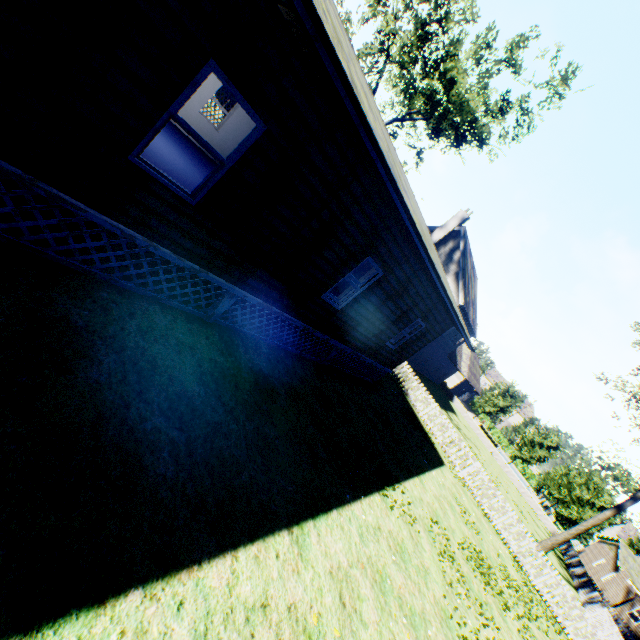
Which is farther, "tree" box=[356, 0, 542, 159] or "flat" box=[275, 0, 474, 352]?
"tree" box=[356, 0, 542, 159]

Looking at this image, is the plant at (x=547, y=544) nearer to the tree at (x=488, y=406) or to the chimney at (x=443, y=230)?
the tree at (x=488, y=406)

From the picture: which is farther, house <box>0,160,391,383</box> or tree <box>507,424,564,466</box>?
tree <box>507,424,564,466</box>

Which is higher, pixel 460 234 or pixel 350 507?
pixel 460 234

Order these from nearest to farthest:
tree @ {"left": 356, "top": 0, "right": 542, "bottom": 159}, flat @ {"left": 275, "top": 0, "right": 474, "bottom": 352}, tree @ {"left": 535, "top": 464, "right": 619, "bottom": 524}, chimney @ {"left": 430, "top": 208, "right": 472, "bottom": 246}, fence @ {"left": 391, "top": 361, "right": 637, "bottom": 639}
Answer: flat @ {"left": 275, "top": 0, "right": 474, "bottom": 352} < fence @ {"left": 391, "top": 361, "right": 637, "bottom": 639} < tree @ {"left": 356, "top": 0, "right": 542, "bottom": 159} < chimney @ {"left": 430, "top": 208, "right": 472, "bottom": 246} < tree @ {"left": 535, "top": 464, "right": 619, "bottom": 524}

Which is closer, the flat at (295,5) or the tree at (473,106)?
the flat at (295,5)

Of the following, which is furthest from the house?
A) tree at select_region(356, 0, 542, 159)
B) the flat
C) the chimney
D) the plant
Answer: the chimney

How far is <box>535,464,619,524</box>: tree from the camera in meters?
35.0 m
